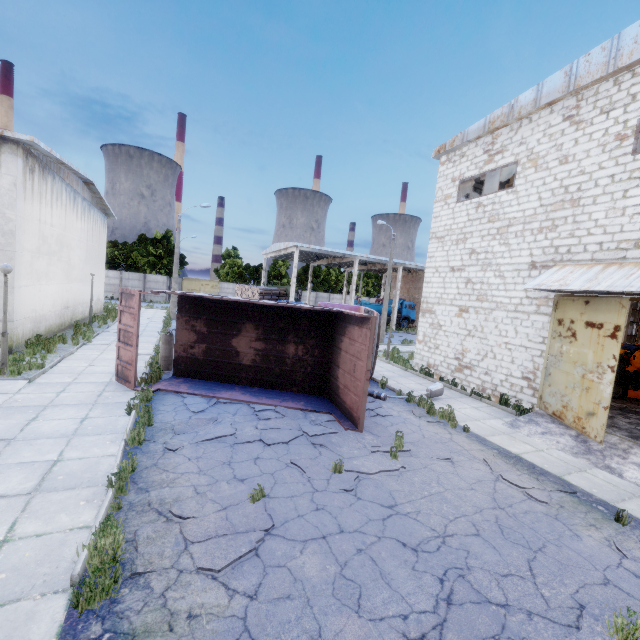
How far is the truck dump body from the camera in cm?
896

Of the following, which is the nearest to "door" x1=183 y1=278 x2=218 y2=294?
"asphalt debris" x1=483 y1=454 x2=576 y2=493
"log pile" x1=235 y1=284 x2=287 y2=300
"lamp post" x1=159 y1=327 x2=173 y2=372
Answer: "log pile" x1=235 y1=284 x2=287 y2=300

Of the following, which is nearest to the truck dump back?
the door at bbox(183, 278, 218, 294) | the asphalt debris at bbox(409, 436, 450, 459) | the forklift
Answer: the asphalt debris at bbox(409, 436, 450, 459)

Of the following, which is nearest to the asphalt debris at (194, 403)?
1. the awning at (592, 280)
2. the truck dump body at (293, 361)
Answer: the truck dump body at (293, 361)

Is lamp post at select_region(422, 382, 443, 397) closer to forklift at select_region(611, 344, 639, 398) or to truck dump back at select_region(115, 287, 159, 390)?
truck dump back at select_region(115, 287, 159, 390)

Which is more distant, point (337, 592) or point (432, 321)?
point (432, 321)

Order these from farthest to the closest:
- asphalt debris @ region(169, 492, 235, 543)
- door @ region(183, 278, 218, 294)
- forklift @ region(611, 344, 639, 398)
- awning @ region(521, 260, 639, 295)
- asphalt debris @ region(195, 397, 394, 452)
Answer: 1. door @ region(183, 278, 218, 294)
2. forklift @ region(611, 344, 639, 398)
3. awning @ region(521, 260, 639, 295)
4. asphalt debris @ region(195, 397, 394, 452)
5. asphalt debris @ region(169, 492, 235, 543)

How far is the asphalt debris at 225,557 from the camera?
4.05m
